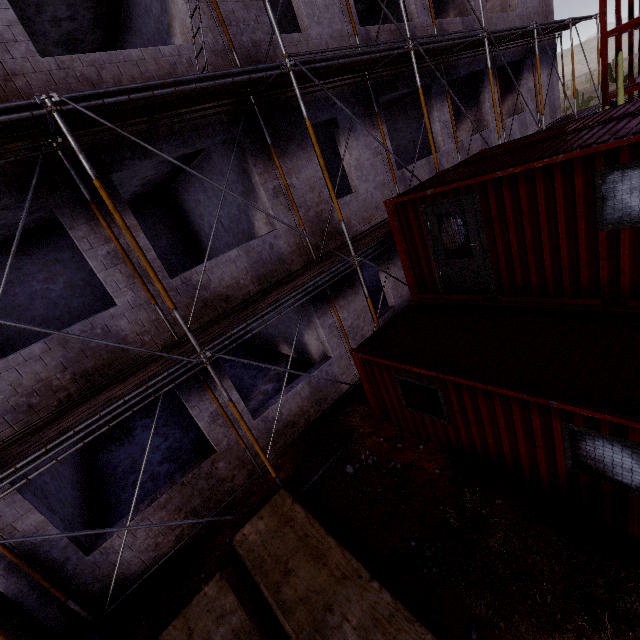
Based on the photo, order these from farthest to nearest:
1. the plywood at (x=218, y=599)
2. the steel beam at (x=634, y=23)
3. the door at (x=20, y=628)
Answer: the steel beam at (x=634, y=23) → the door at (x=20, y=628) → the plywood at (x=218, y=599)

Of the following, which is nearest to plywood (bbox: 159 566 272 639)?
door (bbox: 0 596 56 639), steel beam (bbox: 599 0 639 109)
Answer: door (bbox: 0 596 56 639)

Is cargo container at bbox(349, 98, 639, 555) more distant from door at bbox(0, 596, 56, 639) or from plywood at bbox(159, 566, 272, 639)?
door at bbox(0, 596, 56, 639)

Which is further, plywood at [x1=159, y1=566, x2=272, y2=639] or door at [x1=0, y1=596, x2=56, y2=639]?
door at [x1=0, y1=596, x2=56, y2=639]

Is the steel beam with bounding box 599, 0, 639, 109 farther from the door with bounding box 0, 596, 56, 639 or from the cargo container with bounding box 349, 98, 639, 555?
the door with bounding box 0, 596, 56, 639

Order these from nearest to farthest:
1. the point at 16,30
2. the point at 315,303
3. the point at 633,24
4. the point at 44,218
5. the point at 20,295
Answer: the point at 16,30, the point at 315,303, the point at 44,218, the point at 20,295, the point at 633,24

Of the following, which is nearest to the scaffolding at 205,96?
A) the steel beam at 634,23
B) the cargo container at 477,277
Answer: the cargo container at 477,277

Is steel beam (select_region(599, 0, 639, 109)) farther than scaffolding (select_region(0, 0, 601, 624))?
Yes
